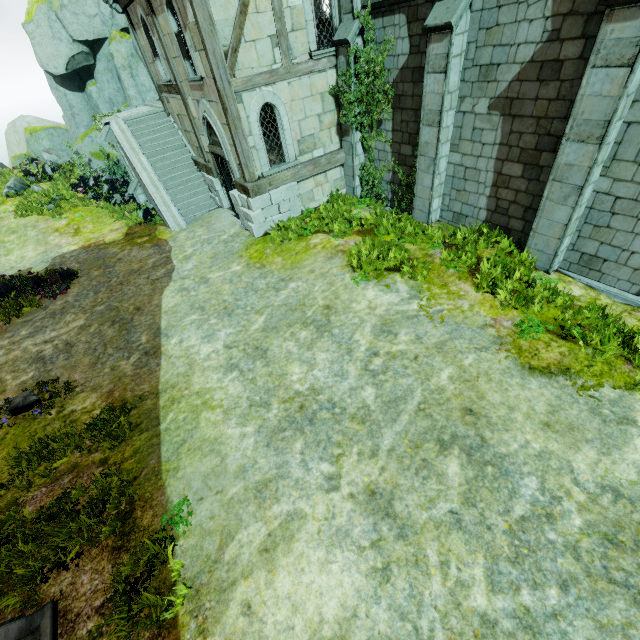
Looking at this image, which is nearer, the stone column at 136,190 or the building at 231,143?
the building at 231,143

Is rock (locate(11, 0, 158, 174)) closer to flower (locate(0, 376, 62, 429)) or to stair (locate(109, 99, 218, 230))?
stair (locate(109, 99, 218, 230))

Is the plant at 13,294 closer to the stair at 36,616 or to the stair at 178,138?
the stair at 178,138

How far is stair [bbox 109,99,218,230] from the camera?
14.05m

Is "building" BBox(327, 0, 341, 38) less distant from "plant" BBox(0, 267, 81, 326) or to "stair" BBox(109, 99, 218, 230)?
"stair" BBox(109, 99, 218, 230)

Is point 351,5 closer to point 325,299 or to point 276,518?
point 325,299

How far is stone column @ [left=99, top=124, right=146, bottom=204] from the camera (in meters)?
14.52

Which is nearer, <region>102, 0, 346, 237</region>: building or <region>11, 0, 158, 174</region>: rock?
<region>102, 0, 346, 237</region>: building
